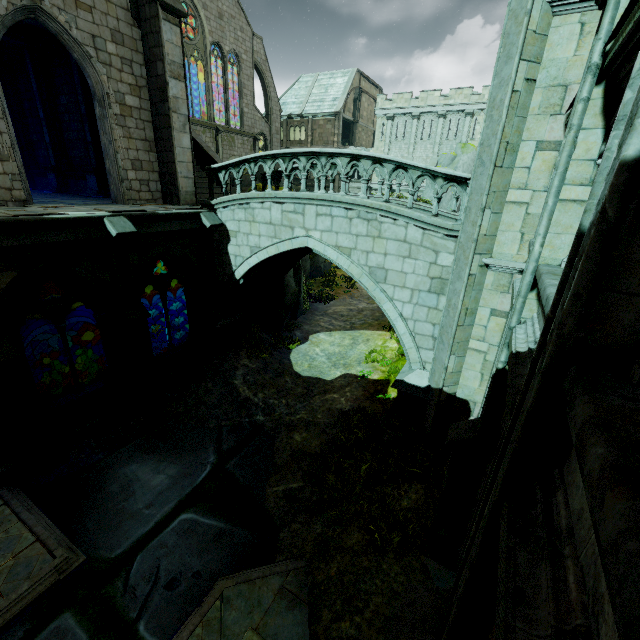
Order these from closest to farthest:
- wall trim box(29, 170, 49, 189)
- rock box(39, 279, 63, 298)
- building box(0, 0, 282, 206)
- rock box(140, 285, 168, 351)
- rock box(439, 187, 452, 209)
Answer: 1. building box(0, 0, 282, 206)
2. wall trim box(29, 170, 49, 189)
3. rock box(140, 285, 168, 351)
4. rock box(39, 279, 63, 298)
5. rock box(439, 187, 452, 209)

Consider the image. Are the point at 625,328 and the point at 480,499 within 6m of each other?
yes

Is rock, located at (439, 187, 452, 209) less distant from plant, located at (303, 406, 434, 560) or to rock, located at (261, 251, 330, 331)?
rock, located at (261, 251, 330, 331)

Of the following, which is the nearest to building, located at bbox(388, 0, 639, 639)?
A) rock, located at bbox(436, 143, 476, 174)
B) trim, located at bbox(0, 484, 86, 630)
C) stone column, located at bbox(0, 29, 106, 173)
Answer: stone column, located at bbox(0, 29, 106, 173)

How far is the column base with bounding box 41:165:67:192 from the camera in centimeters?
1523cm

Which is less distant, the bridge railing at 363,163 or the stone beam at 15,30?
the bridge railing at 363,163

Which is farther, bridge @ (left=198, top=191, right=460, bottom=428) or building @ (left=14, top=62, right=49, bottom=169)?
building @ (left=14, top=62, right=49, bottom=169)

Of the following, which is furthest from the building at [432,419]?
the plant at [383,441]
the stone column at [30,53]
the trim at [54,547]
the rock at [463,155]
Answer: the rock at [463,155]
